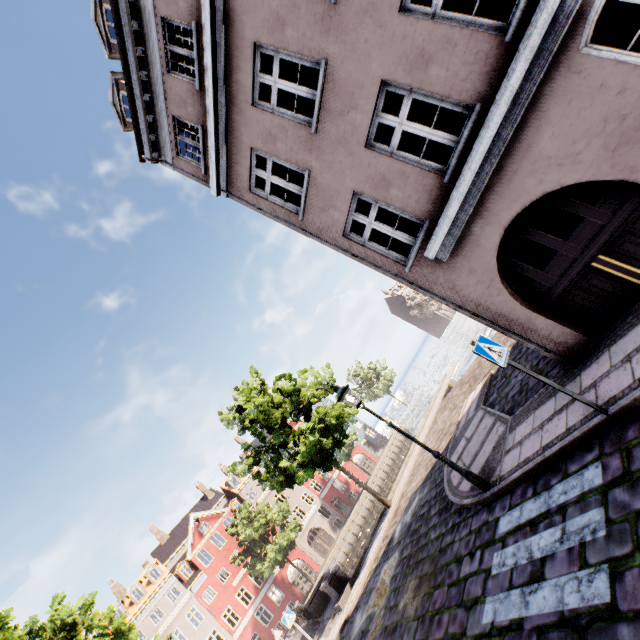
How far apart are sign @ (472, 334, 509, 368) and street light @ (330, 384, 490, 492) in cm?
317

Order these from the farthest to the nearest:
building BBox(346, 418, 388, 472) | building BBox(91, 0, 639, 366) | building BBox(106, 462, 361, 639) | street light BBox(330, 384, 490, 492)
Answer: building BBox(346, 418, 388, 472), building BBox(106, 462, 361, 639), street light BBox(330, 384, 490, 492), building BBox(91, 0, 639, 366)

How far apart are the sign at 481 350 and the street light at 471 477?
3.2m

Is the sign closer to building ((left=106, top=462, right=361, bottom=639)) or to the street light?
building ((left=106, top=462, right=361, bottom=639))

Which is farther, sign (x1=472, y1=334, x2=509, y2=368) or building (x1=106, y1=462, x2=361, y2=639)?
building (x1=106, y1=462, x2=361, y2=639)

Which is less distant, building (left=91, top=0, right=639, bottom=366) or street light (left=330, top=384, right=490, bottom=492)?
building (left=91, top=0, right=639, bottom=366)

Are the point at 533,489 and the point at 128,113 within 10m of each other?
no

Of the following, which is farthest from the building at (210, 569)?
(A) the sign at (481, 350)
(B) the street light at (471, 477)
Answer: (B) the street light at (471, 477)
